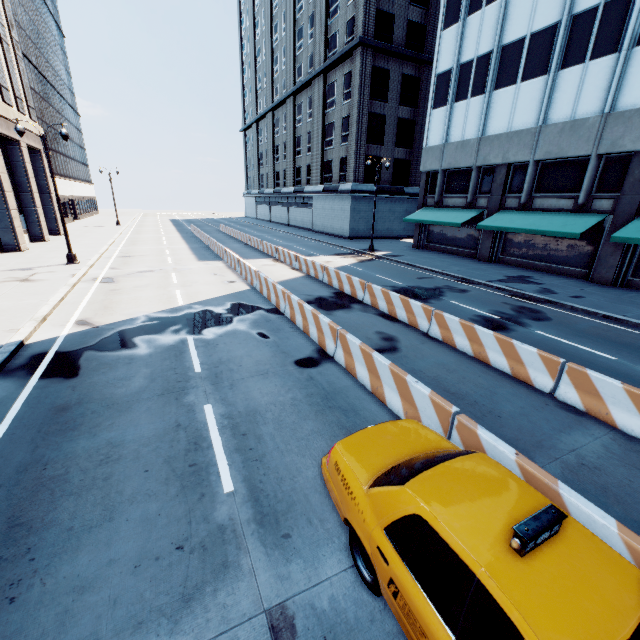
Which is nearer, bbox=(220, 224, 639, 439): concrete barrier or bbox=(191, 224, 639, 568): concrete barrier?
bbox=(191, 224, 639, 568): concrete barrier

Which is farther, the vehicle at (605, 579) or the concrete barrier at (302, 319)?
the concrete barrier at (302, 319)

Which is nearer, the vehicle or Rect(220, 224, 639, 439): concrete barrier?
the vehicle

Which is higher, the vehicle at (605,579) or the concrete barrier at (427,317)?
the vehicle at (605,579)

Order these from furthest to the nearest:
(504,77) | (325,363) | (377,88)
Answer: (377,88) → (504,77) → (325,363)

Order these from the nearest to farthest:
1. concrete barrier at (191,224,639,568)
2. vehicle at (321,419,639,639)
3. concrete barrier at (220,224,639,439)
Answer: vehicle at (321,419,639,639) < concrete barrier at (191,224,639,568) < concrete barrier at (220,224,639,439)

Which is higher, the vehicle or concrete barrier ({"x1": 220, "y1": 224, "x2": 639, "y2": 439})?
the vehicle
